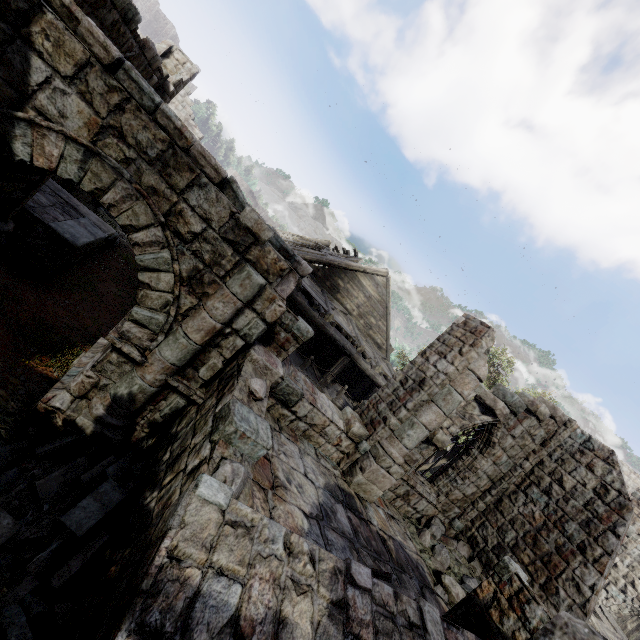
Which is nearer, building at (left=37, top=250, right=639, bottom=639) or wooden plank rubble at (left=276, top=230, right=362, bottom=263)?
building at (left=37, top=250, right=639, bottom=639)

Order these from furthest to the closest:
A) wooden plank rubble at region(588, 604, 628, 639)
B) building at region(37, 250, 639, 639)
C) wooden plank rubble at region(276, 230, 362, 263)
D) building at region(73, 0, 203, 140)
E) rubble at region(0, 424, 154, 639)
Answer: wooden plank rubble at region(276, 230, 362, 263) < wooden plank rubble at region(588, 604, 628, 639) < building at region(73, 0, 203, 140) < rubble at region(0, 424, 154, 639) < building at region(37, 250, 639, 639)

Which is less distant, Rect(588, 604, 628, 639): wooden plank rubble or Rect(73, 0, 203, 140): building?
Rect(73, 0, 203, 140): building

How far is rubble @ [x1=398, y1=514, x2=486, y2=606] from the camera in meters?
7.8

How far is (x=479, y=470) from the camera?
10.3 meters

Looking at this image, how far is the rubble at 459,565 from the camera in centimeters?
784cm

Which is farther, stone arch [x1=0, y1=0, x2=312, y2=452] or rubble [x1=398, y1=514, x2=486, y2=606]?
rubble [x1=398, y1=514, x2=486, y2=606]

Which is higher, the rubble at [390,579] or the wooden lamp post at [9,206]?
the rubble at [390,579]
